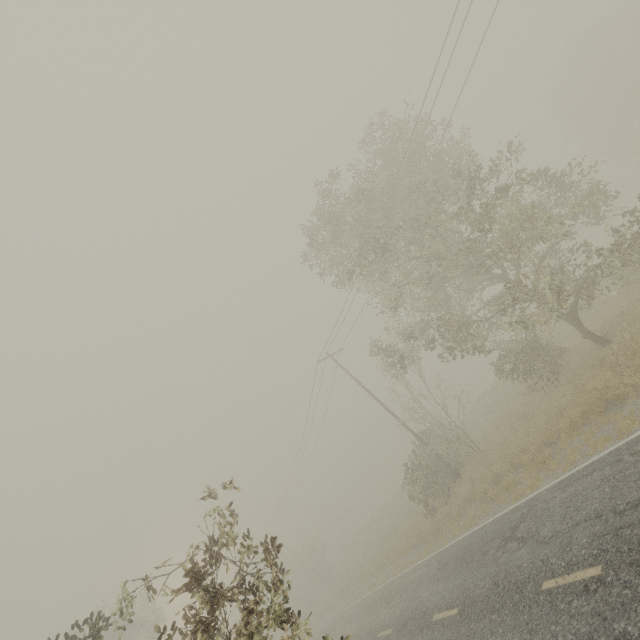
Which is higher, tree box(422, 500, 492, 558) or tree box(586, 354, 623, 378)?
tree box(586, 354, 623, 378)

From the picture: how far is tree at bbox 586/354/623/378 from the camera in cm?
1027

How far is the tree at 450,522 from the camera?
13.0 meters

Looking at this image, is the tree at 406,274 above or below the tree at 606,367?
above

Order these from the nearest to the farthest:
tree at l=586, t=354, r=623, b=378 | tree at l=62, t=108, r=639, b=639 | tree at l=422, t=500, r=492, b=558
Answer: tree at l=62, t=108, r=639, b=639 → tree at l=586, t=354, r=623, b=378 → tree at l=422, t=500, r=492, b=558

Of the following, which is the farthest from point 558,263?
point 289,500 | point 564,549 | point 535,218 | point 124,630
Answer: point 289,500

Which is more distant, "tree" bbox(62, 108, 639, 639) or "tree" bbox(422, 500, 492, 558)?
"tree" bbox(422, 500, 492, 558)
